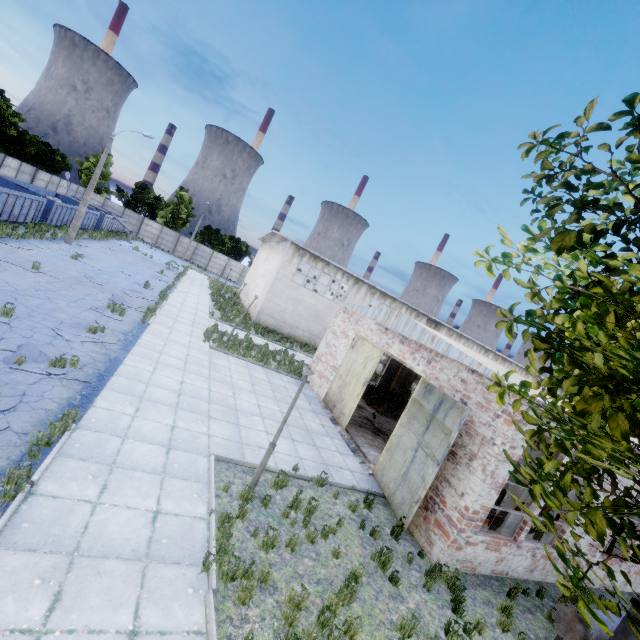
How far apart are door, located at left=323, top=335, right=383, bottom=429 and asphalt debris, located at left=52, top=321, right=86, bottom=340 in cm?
941

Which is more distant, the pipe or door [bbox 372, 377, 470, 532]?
door [bbox 372, 377, 470, 532]

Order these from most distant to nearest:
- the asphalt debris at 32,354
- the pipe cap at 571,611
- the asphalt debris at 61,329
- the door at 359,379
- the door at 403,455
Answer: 1. the door at 359,379
2. the asphalt debris at 61,329
3. the door at 403,455
4. the asphalt debris at 32,354
5. the pipe cap at 571,611

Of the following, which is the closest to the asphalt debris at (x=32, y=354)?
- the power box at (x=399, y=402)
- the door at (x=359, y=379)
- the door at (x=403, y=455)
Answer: the door at (x=403, y=455)

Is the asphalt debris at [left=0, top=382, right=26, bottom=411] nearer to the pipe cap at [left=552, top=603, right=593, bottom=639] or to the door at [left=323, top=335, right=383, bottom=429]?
the door at [left=323, top=335, right=383, bottom=429]

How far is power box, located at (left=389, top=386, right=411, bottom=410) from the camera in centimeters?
2167cm

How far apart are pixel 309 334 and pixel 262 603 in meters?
24.8 m

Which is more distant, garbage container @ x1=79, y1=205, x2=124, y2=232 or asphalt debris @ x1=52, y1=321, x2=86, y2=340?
garbage container @ x1=79, y1=205, x2=124, y2=232
